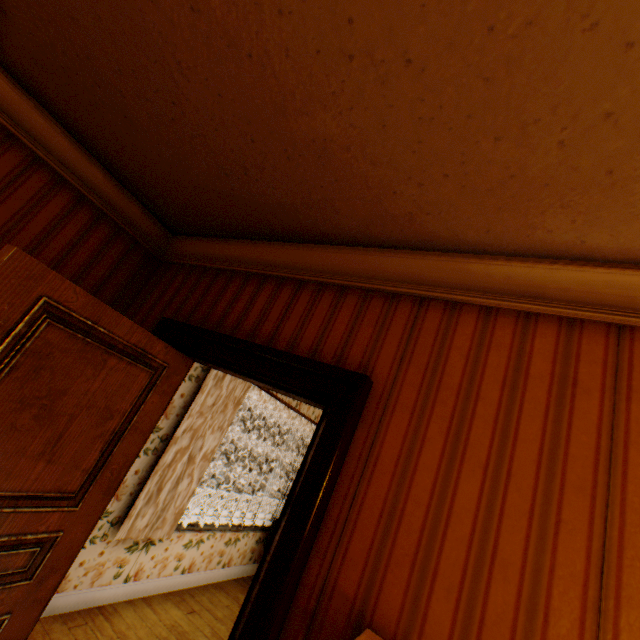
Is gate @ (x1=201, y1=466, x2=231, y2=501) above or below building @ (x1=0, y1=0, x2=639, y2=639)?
below

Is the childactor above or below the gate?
above

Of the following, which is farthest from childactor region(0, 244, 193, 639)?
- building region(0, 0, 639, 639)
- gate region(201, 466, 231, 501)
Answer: gate region(201, 466, 231, 501)

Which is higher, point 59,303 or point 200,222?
point 200,222

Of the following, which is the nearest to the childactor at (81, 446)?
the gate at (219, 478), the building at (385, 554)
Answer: the building at (385, 554)

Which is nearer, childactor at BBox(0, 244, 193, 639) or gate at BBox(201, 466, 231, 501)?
childactor at BBox(0, 244, 193, 639)

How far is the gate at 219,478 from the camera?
24.1 meters

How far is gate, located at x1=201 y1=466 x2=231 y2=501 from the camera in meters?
24.1 m
